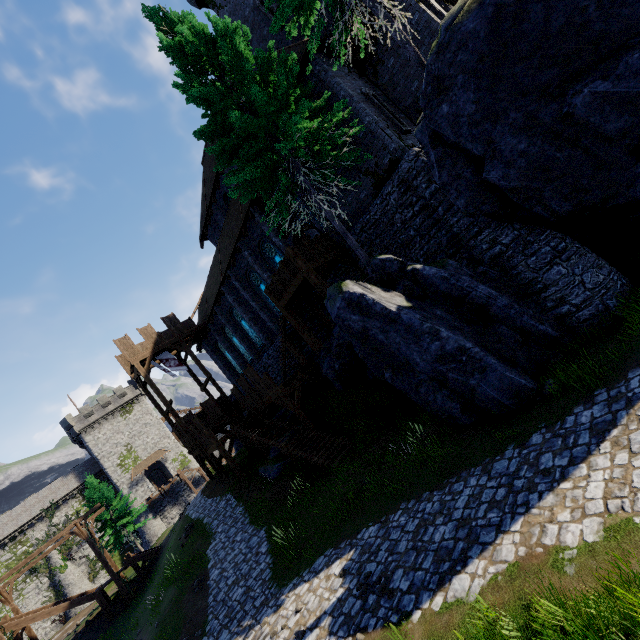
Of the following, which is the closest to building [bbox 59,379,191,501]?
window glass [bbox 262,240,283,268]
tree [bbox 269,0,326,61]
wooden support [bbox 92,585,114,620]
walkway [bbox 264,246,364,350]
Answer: wooden support [bbox 92,585,114,620]

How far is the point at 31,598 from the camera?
40.4m

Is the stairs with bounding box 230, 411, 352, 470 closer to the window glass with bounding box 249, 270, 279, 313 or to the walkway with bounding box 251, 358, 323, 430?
the walkway with bounding box 251, 358, 323, 430

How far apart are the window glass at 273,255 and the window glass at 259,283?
1.5m

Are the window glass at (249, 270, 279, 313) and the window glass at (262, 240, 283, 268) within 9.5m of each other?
yes

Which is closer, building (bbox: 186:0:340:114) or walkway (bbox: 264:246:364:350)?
building (bbox: 186:0:340:114)

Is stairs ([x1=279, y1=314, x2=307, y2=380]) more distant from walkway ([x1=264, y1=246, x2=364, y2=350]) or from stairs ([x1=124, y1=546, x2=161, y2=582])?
stairs ([x1=124, y1=546, x2=161, y2=582])

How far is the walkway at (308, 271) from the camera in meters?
13.7 m
